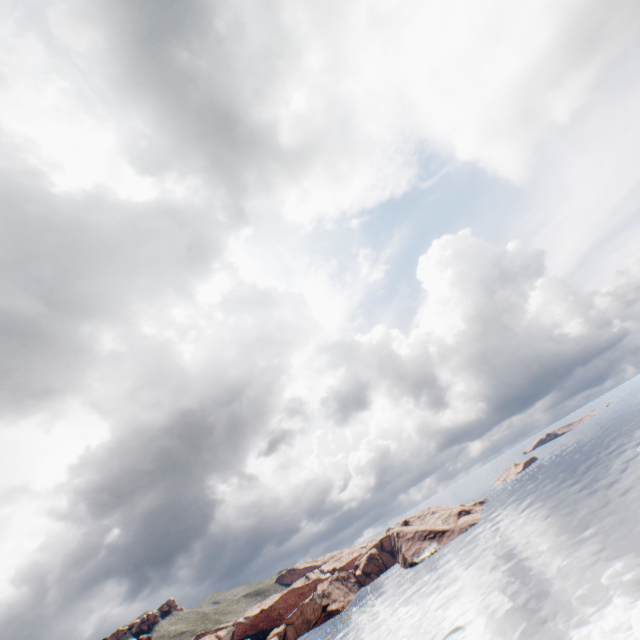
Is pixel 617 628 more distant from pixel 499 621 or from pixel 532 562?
pixel 532 562
